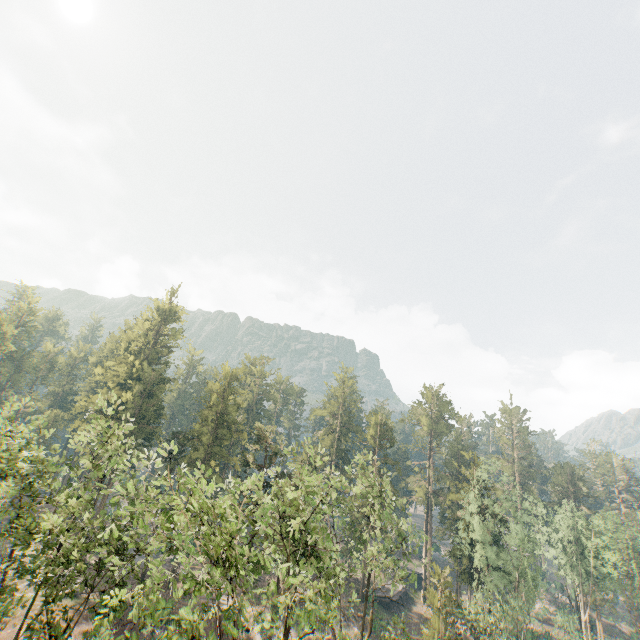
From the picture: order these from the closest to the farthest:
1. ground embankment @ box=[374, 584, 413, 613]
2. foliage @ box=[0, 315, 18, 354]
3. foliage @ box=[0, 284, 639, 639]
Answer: foliage @ box=[0, 284, 639, 639] < ground embankment @ box=[374, 584, 413, 613] < foliage @ box=[0, 315, 18, 354]

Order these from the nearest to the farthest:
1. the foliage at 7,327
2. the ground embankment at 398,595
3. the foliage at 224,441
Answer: the foliage at 224,441 < the ground embankment at 398,595 < the foliage at 7,327

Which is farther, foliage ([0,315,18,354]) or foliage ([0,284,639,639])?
foliage ([0,315,18,354])

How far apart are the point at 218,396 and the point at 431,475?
41.1m

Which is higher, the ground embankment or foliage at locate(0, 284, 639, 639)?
foliage at locate(0, 284, 639, 639)

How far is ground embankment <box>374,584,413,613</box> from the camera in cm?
4725

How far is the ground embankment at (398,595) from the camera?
47.25m

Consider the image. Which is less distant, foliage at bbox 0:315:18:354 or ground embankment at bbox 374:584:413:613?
ground embankment at bbox 374:584:413:613
